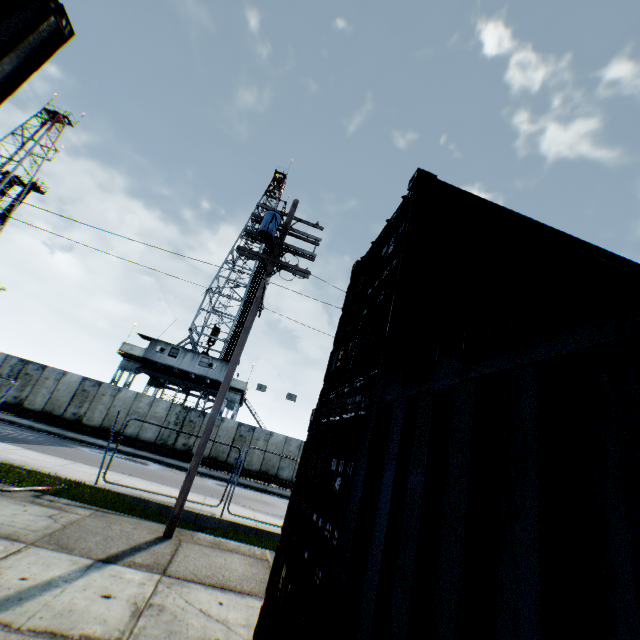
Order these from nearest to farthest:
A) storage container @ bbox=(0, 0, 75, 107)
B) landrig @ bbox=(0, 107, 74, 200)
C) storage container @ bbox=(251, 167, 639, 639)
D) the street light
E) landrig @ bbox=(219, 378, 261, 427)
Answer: storage container @ bbox=(251, 167, 639, 639) → storage container @ bbox=(0, 0, 75, 107) → the street light → landrig @ bbox=(219, 378, 261, 427) → landrig @ bbox=(0, 107, 74, 200)

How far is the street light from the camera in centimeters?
731cm

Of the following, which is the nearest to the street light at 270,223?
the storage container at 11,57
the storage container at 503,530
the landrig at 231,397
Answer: the storage container at 503,530

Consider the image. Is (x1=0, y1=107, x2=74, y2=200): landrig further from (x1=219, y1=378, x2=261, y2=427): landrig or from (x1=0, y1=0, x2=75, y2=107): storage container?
(x1=0, y1=0, x2=75, y2=107): storage container

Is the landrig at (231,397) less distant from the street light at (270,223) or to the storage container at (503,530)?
the street light at (270,223)

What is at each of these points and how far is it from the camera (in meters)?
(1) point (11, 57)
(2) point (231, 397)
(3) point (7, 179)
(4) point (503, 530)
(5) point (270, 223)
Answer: (1) storage container, 3.22
(2) landrig, 28.58
(3) landrig, 38.03
(4) storage container, 1.17
(5) street light, 9.55

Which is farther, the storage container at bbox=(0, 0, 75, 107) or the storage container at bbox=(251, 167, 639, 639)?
the storage container at bbox=(0, 0, 75, 107)

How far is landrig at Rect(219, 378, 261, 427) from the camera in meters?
28.4
